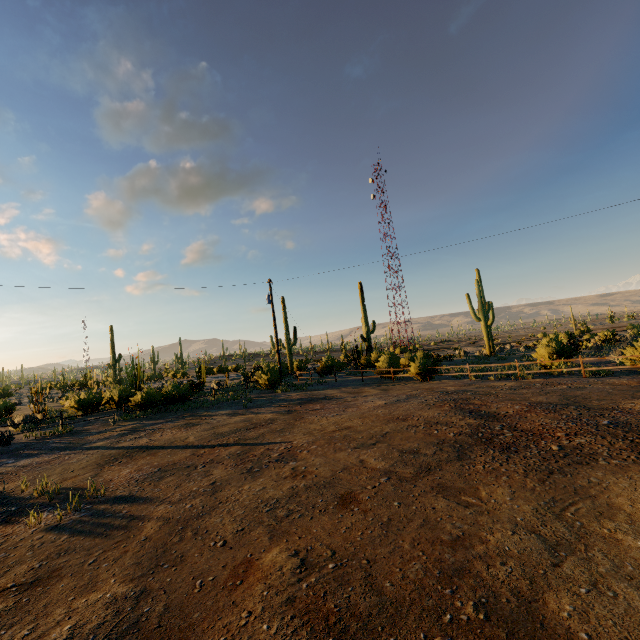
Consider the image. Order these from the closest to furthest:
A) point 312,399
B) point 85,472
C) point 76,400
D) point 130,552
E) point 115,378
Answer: point 130,552
point 85,472
point 312,399
point 76,400
point 115,378
